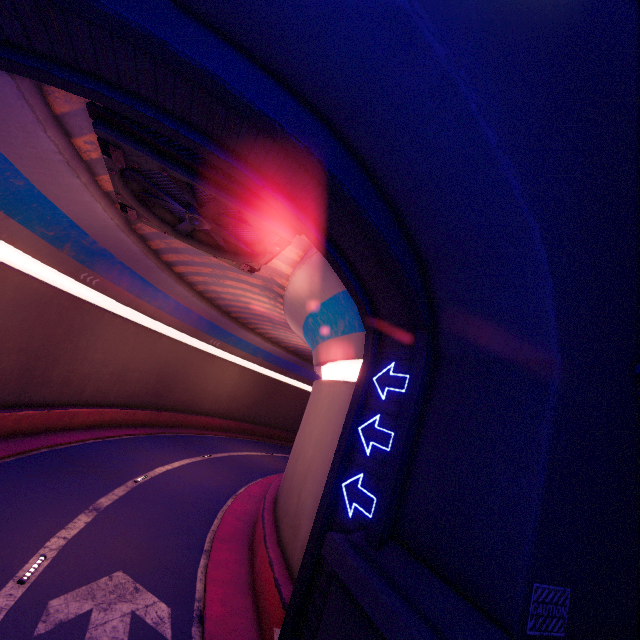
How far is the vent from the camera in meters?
7.8

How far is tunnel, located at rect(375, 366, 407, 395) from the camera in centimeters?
790cm

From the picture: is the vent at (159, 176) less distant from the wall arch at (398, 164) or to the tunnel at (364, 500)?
the tunnel at (364, 500)

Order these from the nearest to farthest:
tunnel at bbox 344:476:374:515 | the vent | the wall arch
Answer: the wall arch → tunnel at bbox 344:476:374:515 → the vent

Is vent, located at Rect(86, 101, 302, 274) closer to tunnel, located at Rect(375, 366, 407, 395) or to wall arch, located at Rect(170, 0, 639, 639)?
tunnel, located at Rect(375, 366, 407, 395)

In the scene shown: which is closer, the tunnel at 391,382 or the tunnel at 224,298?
the tunnel at 224,298

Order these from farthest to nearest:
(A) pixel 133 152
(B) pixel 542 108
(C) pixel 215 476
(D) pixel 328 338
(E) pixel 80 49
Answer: (C) pixel 215 476 < (D) pixel 328 338 < (A) pixel 133 152 < (E) pixel 80 49 < (B) pixel 542 108
